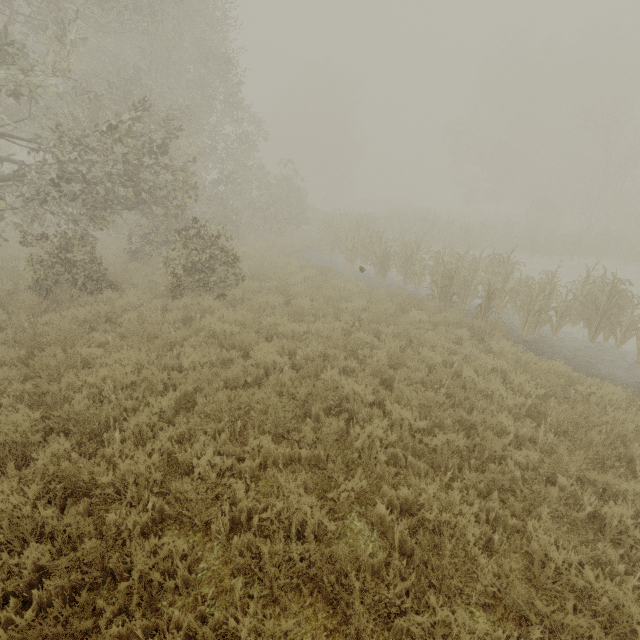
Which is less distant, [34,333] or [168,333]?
[34,333]
